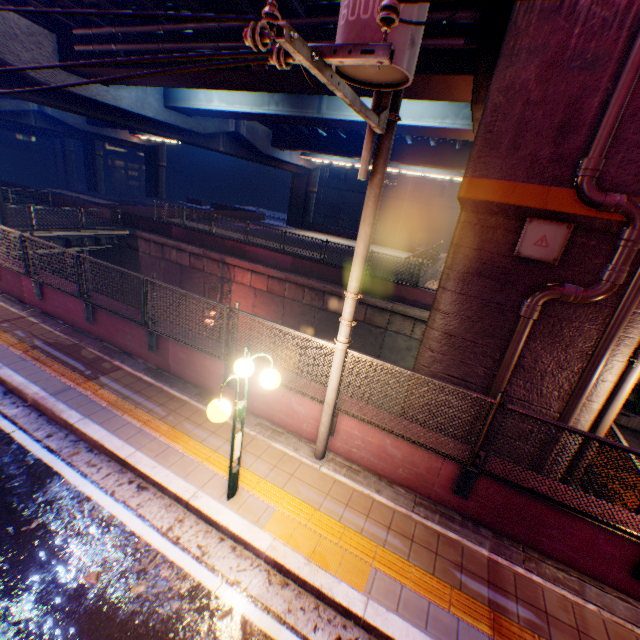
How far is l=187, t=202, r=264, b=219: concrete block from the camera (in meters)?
34.81

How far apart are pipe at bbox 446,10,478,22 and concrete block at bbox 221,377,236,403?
9.18m

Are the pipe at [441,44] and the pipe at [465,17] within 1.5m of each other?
yes

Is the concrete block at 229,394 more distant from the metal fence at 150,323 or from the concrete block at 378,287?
the concrete block at 378,287

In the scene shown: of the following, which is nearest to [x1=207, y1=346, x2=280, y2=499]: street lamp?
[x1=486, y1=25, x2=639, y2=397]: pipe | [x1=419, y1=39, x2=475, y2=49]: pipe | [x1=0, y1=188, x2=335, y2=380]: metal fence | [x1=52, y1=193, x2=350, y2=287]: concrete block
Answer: [x1=0, y1=188, x2=335, y2=380]: metal fence

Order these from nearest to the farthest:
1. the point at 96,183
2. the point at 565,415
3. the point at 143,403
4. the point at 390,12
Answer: the point at 390,12 → the point at 565,415 → the point at 143,403 → the point at 96,183

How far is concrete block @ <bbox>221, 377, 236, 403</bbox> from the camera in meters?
6.7

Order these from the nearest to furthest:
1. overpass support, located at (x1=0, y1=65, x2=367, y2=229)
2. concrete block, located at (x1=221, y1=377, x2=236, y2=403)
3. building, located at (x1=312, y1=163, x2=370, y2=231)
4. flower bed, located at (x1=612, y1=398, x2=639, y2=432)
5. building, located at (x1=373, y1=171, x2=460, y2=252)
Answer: concrete block, located at (x1=221, y1=377, x2=236, y2=403) → flower bed, located at (x1=612, y1=398, x2=639, y2=432) → overpass support, located at (x1=0, y1=65, x2=367, y2=229) → building, located at (x1=373, y1=171, x2=460, y2=252) → building, located at (x1=312, y1=163, x2=370, y2=231)
